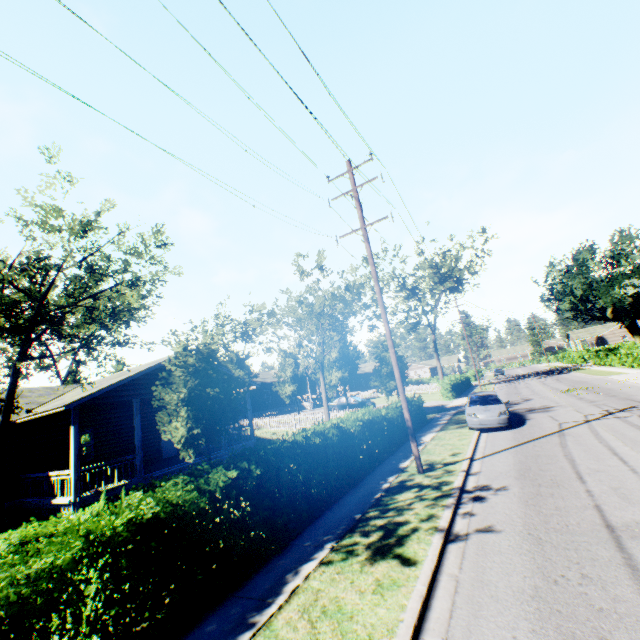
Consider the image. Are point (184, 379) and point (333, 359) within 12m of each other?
no

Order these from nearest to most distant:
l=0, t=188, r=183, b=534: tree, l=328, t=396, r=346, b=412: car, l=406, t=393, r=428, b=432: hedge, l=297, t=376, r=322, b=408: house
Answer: l=0, t=188, r=183, b=534: tree, l=406, t=393, r=428, b=432: hedge, l=328, t=396, r=346, b=412: car, l=297, t=376, r=322, b=408: house

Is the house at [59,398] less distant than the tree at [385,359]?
Yes

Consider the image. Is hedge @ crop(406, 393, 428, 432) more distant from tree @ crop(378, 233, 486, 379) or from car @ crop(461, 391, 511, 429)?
tree @ crop(378, 233, 486, 379)

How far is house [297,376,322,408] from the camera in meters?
41.4 m

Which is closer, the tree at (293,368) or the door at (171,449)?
the tree at (293,368)

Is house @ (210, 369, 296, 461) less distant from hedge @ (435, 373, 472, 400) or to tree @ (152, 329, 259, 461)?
tree @ (152, 329, 259, 461)

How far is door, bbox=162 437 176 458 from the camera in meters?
20.6 m
